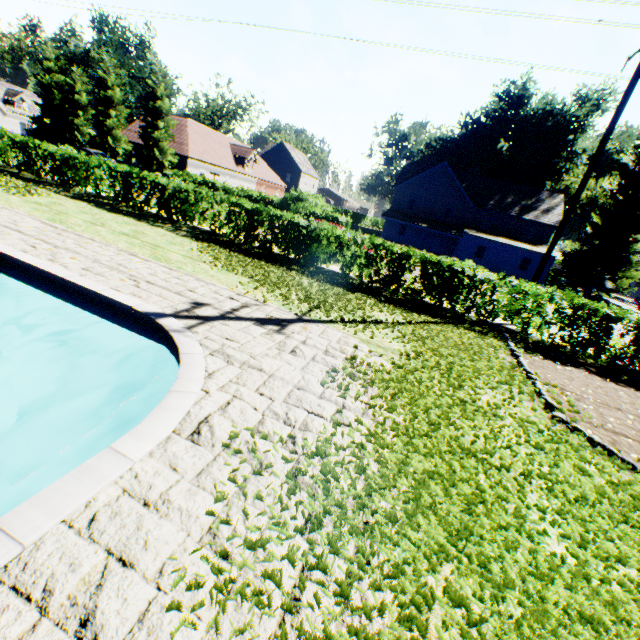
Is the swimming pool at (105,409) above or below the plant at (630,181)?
below

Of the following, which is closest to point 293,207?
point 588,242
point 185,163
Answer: point 185,163

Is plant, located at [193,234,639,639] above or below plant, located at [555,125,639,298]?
below

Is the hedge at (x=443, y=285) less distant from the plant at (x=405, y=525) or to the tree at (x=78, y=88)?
the tree at (x=78, y=88)

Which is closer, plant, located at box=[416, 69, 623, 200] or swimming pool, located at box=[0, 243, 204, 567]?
swimming pool, located at box=[0, 243, 204, 567]

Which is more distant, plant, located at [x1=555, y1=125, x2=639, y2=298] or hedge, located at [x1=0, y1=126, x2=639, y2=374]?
plant, located at [x1=555, y1=125, x2=639, y2=298]

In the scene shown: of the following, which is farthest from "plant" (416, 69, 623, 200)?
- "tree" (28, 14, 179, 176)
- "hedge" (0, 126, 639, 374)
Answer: "hedge" (0, 126, 639, 374)

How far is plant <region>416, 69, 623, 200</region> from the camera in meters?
44.0
